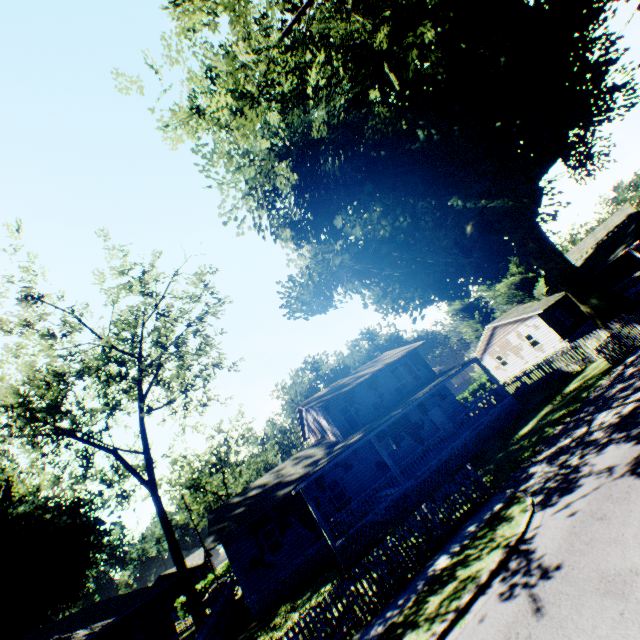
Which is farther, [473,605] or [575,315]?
[575,315]

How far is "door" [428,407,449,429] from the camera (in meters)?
25.55

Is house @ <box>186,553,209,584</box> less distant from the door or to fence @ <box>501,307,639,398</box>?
fence @ <box>501,307,639,398</box>

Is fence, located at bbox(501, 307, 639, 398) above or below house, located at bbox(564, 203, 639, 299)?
below

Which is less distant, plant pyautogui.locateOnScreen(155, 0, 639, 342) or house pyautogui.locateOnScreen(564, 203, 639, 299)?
plant pyautogui.locateOnScreen(155, 0, 639, 342)

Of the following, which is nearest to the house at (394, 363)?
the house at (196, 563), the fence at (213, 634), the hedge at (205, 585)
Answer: the fence at (213, 634)

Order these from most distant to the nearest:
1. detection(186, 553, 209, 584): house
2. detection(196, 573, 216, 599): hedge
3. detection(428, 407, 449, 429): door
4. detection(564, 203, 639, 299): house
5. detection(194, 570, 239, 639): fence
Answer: detection(186, 553, 209, 584): house → detection(196, 573, 216, 599): hedge → detection(564, 203, 639, 299): house → detection(428, 407, 449, 429): door → detection(194, 570, 239, 639): fence

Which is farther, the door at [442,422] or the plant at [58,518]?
the door at [442,422]
